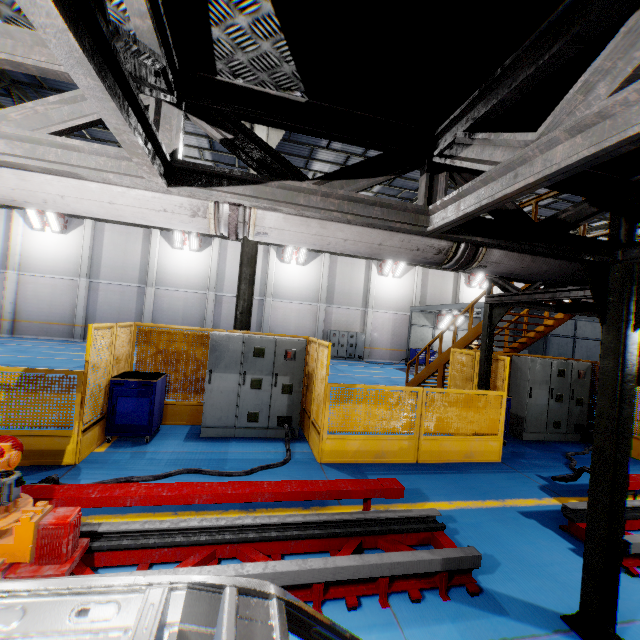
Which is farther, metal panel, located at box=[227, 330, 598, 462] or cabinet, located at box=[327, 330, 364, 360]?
cabinet, located at box=[327, 330, 364, 360]

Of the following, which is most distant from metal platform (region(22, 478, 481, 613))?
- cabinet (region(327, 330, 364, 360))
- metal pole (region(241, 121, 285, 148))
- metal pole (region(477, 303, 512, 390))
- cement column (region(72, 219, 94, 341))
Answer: cement column (region(72, 219, 94, 341))

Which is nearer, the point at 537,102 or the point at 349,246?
the point at 537,102

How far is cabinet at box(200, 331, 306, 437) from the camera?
6.7m

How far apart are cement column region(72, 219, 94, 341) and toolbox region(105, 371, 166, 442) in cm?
1814

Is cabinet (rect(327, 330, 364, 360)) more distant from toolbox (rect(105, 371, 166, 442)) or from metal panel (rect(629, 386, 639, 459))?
toolbox (rect(105, 371, 166, 442))

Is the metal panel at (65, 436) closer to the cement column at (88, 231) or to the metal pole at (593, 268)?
the metal pole at (593, 268)

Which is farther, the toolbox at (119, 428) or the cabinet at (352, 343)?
the cabinet at (352, 343)
